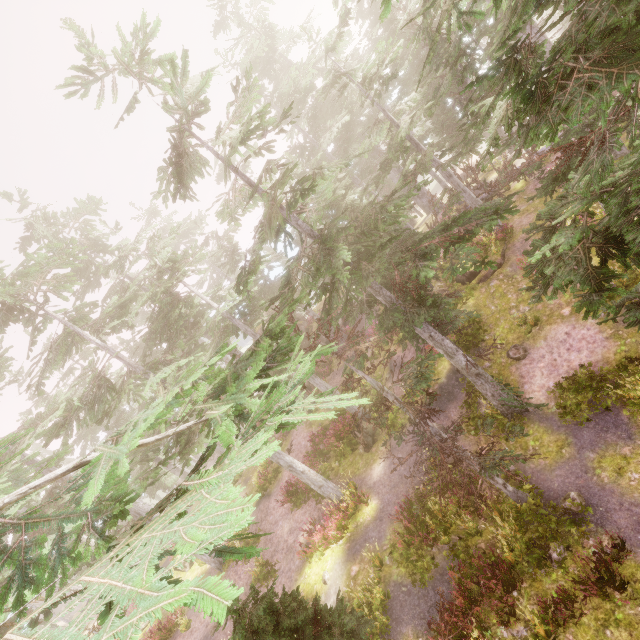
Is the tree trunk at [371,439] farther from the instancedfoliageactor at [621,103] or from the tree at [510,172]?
the tree at [510,172]

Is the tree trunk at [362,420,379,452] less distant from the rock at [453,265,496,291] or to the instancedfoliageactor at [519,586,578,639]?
the instancedfoliageactor at [519,586,578,639]

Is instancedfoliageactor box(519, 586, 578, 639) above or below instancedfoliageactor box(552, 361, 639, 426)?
above

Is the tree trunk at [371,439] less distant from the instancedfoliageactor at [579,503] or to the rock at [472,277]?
the instancedfoliageactor at [579,503]

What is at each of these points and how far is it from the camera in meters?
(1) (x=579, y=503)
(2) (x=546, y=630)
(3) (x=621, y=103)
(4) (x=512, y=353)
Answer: (1) instancedfoliageactor, 9.7
(2) instancedfoliageactor, 8.2
(3) instancedfoliageactor, 5.8
(4) instancedfoliageactor, 15.0

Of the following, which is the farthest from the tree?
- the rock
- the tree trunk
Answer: the tree trunk

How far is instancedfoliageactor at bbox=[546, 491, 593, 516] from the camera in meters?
9.6
